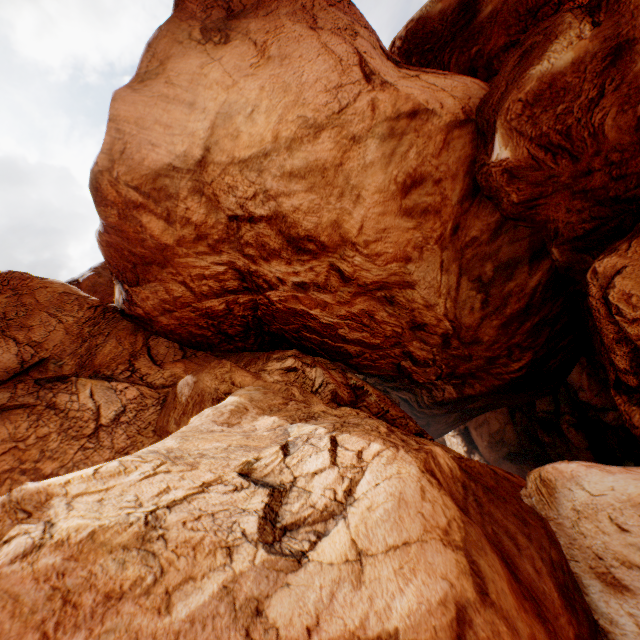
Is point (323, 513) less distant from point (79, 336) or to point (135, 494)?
point (135, 494)
